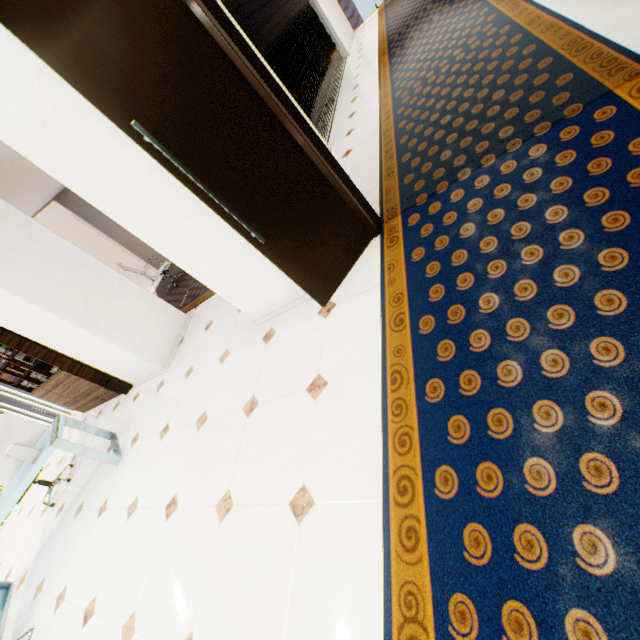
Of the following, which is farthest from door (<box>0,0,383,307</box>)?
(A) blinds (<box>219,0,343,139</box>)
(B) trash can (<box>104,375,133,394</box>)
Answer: (B) trash can (<box>104,375,133,394</box>)

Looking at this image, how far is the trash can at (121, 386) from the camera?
5.1 meters

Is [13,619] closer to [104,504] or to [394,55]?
[104,504]

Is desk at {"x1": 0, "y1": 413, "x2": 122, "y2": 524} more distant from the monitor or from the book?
the book

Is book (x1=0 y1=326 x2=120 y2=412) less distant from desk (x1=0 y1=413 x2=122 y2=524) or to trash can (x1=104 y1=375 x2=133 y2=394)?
trash can (x1=104 y1=375 x2=133 y2=394)

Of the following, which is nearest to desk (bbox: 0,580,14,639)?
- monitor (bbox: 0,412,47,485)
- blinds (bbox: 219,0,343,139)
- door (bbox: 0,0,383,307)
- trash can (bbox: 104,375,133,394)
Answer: monitor (bbox: 0,412,47,485)

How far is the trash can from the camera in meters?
5.1 m

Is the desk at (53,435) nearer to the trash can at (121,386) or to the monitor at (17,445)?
the monitor at (17,445)
